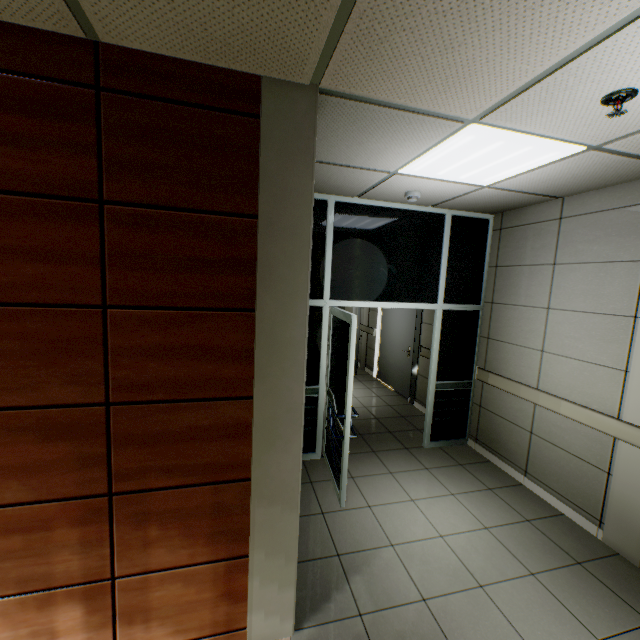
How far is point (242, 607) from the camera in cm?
199

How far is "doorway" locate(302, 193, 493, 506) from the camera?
3.7m

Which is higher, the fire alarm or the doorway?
the fire alarm

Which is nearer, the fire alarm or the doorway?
the fire alarm

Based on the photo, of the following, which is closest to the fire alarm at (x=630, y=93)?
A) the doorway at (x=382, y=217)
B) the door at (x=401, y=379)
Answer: the doorway at (x=382, y=217)

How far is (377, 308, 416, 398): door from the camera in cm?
632

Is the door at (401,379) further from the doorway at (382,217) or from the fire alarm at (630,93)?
the fire alarm at (630,93)

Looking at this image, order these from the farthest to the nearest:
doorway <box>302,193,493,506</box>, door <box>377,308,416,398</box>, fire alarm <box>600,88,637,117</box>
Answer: door <box>377,308,416,398</box> → doorway <box>302,193,493,506</box> → fire alarm <box>600,88,637,117</box>
